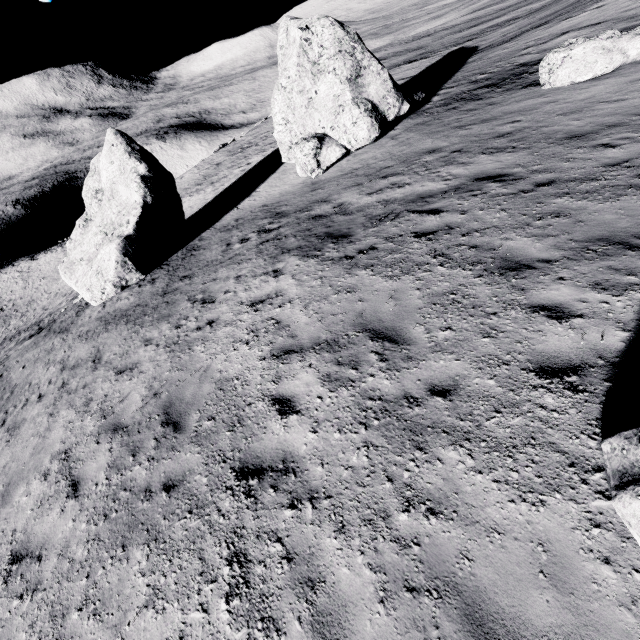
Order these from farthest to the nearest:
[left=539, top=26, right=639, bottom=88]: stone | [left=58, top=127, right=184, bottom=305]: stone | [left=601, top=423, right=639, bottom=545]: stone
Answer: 1. [left=58, top=127, right=184, bottom=305]: stone
2. [left=539, top=26, right=639, bottom=88]: stone
3. [left=601, top=423, right=639, bottom=545]: stone

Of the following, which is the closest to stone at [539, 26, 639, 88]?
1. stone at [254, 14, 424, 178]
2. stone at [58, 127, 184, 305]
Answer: stone at [254, 14, 424, 178]

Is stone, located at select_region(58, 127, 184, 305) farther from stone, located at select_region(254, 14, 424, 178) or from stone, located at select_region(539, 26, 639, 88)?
stone, located at select_region(539, 26, 639, 88)

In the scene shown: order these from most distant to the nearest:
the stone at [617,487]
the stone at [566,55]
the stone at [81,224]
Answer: the stone at [81,224]
the stone at [566,55]
the stone at [617,487]

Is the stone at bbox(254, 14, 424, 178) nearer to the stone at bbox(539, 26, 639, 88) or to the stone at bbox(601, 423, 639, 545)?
the stone at bbox(539, 26, 639, 88)

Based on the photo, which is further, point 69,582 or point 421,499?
point 69,582

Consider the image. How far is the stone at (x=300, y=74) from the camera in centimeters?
1434cm
